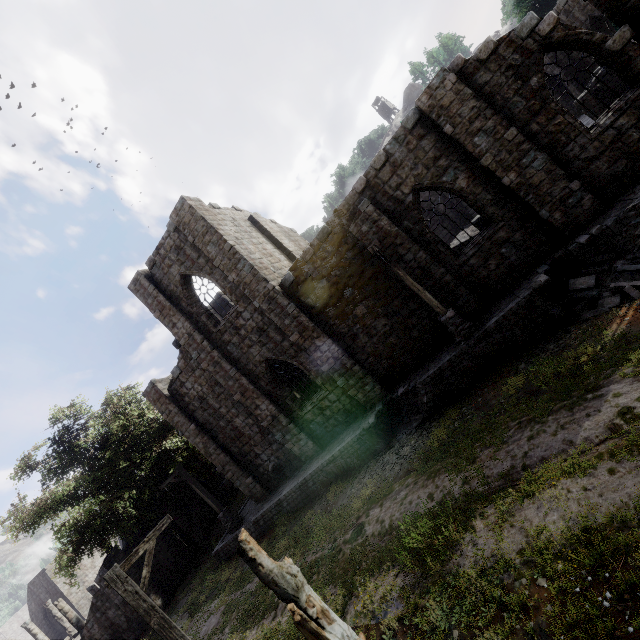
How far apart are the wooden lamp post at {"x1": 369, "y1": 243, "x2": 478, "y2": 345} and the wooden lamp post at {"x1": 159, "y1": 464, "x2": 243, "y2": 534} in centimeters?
1549cm

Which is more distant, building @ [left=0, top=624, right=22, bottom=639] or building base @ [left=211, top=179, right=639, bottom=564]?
building @ [left=0, top=624, right=22, bottom=639]

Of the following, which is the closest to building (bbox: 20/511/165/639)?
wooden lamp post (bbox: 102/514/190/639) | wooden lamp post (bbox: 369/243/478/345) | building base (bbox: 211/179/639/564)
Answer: building base (bbox: 211/179/639/564)

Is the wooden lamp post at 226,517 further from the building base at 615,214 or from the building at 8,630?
the building at 8,630

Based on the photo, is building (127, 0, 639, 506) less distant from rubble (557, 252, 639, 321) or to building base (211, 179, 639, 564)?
building base (211, 179, 639, 564)

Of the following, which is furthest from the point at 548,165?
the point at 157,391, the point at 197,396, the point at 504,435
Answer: the point at 157,391

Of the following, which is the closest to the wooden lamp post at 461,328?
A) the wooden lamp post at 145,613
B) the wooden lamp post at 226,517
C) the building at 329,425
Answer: Result: the building at 329,425
